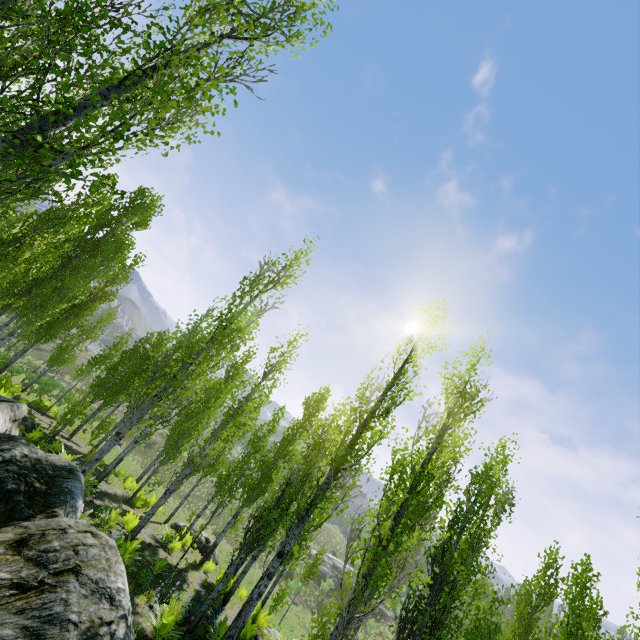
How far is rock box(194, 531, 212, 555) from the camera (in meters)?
18.27

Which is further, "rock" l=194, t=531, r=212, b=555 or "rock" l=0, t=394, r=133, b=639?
"rock" l=194, t=531, r=212, b=555

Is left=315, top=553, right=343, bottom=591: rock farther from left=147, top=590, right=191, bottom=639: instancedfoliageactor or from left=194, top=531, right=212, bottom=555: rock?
left=194, top=531, right=212, bottom=555: rock

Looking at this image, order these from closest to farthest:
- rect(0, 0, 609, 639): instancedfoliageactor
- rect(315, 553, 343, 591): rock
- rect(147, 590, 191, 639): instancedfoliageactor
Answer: rect(0, 0, 609, 639): instancedfoliageactor < rect(147, 590, 191, 639): instancedfoliageactor < rect(315, 553, 343, 591): rock

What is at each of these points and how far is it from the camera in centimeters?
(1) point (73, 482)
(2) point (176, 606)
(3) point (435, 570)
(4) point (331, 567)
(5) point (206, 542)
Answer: (1) rock, 623cm
(2) instancedfoliageactor, 833cm
(3) instancedfoliageactor, 668cm
(4) rock, 4334cm
(5) rock, 1877cm

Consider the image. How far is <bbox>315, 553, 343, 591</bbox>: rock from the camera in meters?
40.1

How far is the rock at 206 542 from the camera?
18.3 meters

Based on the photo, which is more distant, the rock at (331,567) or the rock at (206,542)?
the rock at (331,567)
